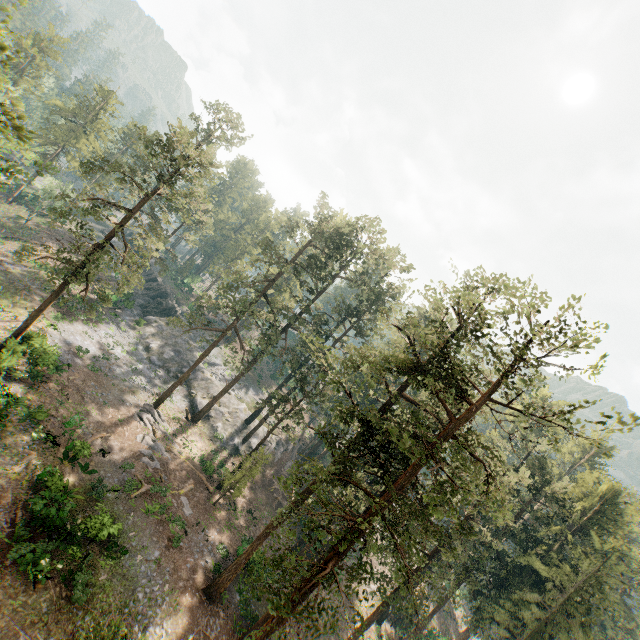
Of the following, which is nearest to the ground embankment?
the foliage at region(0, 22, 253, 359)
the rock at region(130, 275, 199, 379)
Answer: the foliage at region(0, 22, 253, 359)

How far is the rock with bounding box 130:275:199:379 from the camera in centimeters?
4412cm

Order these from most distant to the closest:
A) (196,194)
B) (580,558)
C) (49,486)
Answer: (580,558)
(196,194)
(49,486)

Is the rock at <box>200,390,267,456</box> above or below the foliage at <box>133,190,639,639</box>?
below

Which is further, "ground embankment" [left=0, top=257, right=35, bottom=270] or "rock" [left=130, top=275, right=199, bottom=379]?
"rock" [left=130, top=275, right=199, bottom=379]

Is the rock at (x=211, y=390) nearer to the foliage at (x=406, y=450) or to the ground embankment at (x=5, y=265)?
the foliage at (x=406, y=450)

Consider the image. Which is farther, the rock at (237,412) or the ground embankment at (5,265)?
the rock at (237,412)

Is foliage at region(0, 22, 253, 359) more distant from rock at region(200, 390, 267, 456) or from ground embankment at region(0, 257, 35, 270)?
ground embankment at region(0, 257, 35, 270)
